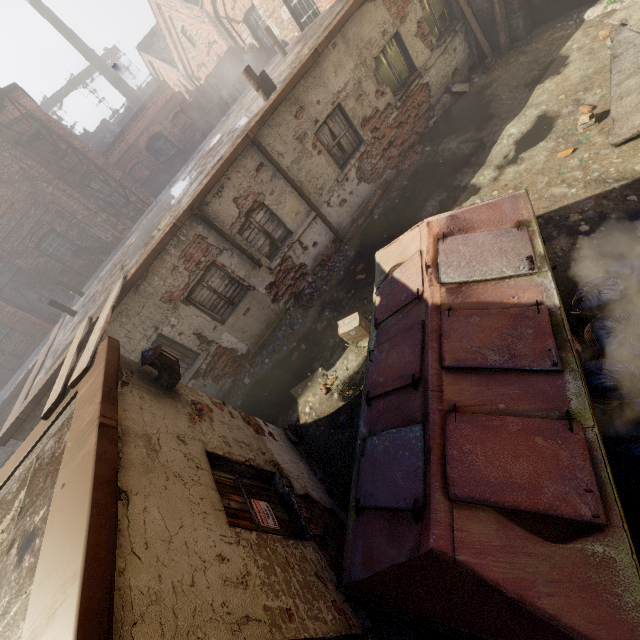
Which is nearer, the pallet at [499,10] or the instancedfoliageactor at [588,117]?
the instancedfoliageactor at [588,117]

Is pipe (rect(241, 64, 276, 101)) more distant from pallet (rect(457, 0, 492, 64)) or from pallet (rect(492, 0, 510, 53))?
pallet (rect(492, 0, 510, 53))

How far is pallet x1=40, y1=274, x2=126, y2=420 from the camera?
4.0 meters

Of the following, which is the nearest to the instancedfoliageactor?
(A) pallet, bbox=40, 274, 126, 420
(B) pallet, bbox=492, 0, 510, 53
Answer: (B) pallet, bbox=492, 0, 510, 53

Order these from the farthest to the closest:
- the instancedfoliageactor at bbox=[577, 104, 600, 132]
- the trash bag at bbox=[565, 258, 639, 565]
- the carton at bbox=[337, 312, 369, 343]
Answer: the carton at bbox=[337, 312, 369, 343]
the instancedfoliageactor at bbox=[577, 104, 600, 132]
the trash bag at bbox=[565, 258, 639, 565]

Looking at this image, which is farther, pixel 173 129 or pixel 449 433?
pixel 173 129

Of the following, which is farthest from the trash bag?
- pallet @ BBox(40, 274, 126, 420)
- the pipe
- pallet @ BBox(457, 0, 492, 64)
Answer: pallet @ BBox(457, 0, 492, 64)

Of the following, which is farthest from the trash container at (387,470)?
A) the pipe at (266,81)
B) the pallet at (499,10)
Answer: the pallet at (499,10)
